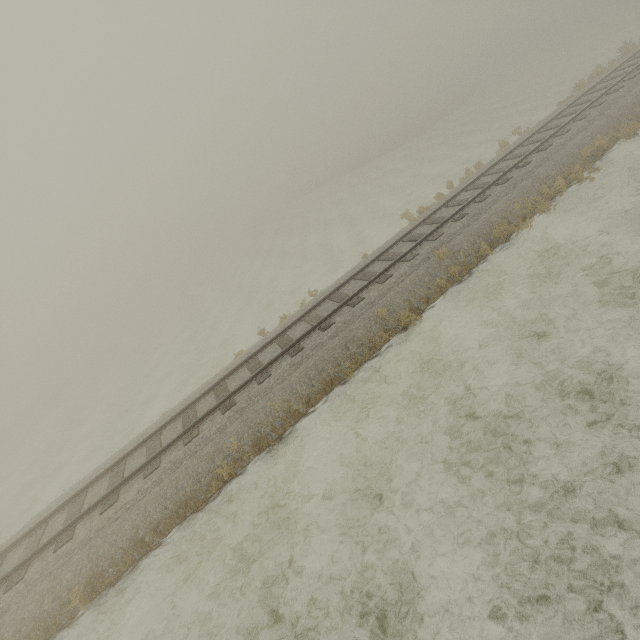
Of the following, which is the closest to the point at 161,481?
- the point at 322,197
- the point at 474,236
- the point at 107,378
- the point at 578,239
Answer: the point at 474,236
